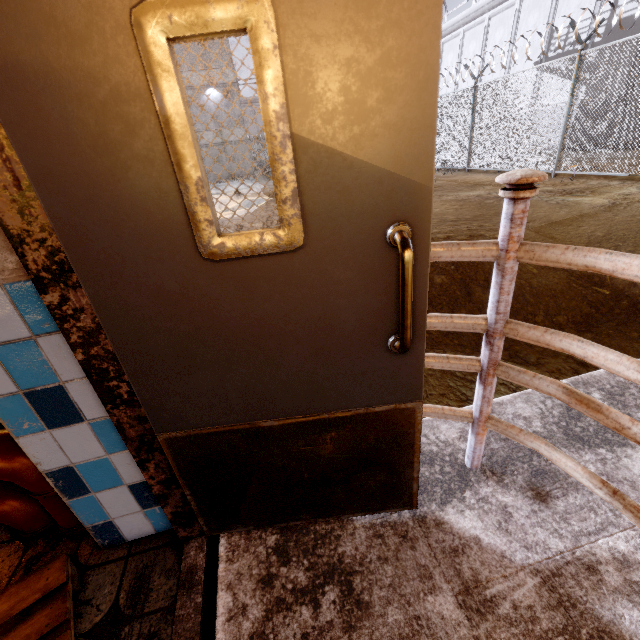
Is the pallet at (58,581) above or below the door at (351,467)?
below

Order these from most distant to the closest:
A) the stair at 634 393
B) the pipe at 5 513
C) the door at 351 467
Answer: the stair at 634 393 → the pipe at 5 513 → the door at 351 467

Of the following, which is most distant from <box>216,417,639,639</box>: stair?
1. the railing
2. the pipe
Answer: the pipe

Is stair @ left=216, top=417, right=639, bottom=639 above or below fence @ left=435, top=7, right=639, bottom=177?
below

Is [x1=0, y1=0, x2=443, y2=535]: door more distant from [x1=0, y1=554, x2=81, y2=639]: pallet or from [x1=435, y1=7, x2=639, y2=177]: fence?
[x1=435, y1=7, x2=639, y2=177]: fence

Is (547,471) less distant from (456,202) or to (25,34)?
(25,34)

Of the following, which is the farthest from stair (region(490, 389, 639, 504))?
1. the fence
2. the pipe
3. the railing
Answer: the fence
